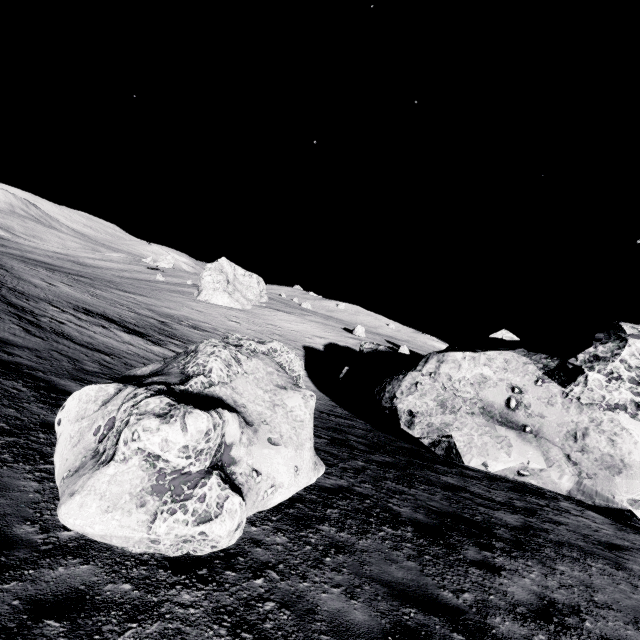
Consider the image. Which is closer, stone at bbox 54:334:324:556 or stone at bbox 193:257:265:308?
stone at bbox 54:334:324:556

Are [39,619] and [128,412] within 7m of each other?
yes

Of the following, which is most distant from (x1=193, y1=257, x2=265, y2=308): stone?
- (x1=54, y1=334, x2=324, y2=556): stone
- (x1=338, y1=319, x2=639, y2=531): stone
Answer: (x1=54, y1=334, x2=324, y2=556): stone

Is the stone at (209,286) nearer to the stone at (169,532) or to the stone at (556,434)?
the stone at (556,434)

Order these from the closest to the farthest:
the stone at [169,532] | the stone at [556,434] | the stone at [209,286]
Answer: the stone at [169,532], the stone at [556,434], the stone at [209,286]

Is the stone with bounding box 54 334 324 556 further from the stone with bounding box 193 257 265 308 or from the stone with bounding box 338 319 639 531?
the stone with bounding box 193 257 265 308

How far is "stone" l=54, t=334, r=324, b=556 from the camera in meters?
3.6
